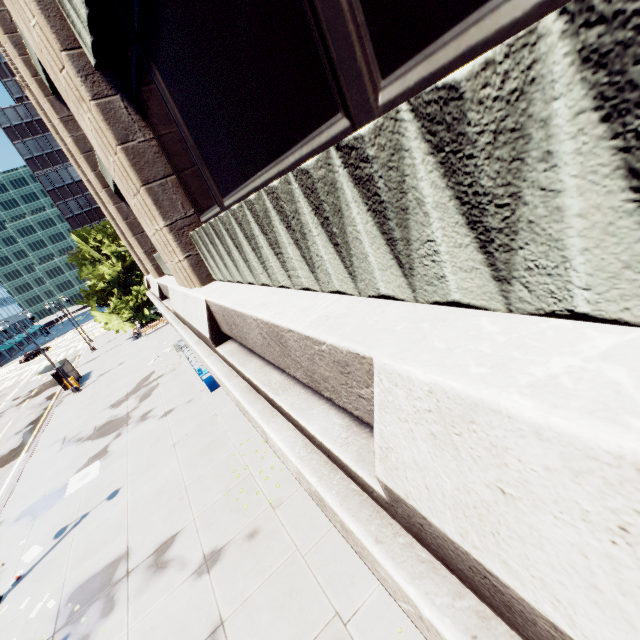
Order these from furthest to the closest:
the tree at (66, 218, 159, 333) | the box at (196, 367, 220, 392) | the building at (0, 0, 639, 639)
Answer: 1. the tree at (66, 218, 159, 333)
2. the box at (196, 367, 220, 392)
3. the building at (0, 0, 639, 639)

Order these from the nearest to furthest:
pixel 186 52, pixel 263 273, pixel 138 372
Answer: pixel 186 52
pixel 263 273
pixel 138 372

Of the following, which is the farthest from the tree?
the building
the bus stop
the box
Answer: the box

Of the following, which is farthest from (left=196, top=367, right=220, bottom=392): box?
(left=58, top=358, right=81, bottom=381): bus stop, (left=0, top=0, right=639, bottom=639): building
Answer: (left=58, top=358, right=81, bottom=381): bus stop

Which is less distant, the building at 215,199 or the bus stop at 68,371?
the building at 215,199

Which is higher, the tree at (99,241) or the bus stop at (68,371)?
the tree at (99,241)

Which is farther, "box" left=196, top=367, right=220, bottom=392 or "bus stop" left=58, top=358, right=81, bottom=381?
"bus stop" left=58, top=358, right=81, bottom=381
